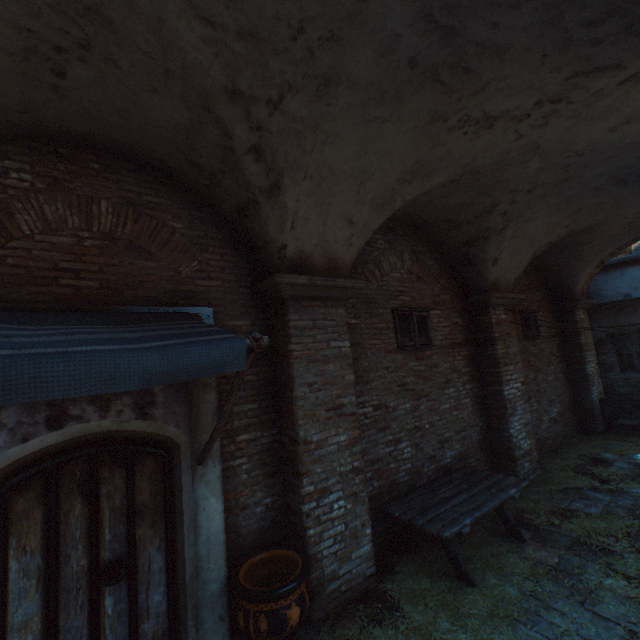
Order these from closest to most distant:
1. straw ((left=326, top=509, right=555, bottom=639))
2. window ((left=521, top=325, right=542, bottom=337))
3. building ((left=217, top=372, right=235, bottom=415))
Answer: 1. straw ((left=326, top=509, right=555, bottom=639))
2. building ((left=217, top=372, right=235, bottom=415))
3. window ((left=521, top=325, right=542, bottom=337))

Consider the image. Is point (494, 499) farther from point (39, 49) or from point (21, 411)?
point (39, 49)

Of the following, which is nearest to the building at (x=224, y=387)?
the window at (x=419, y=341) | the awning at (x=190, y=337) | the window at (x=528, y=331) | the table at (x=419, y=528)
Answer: the awning at (x=190, y=337)

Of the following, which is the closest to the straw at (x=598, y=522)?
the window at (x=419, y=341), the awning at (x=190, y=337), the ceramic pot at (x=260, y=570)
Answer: the ceramic pot at (x=260, y=570)

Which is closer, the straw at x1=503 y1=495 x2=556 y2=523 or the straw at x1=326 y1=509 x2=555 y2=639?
the straw at x1=326 y1=509 x2=555 y2=639

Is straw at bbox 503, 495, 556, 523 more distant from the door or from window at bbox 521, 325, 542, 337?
window at bbox 521, 325, 542, 337

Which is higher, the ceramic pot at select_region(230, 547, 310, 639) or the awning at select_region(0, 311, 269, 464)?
the awning at select_region(0, 311, 269, 464)

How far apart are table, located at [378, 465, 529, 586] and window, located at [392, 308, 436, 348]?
2.26m
